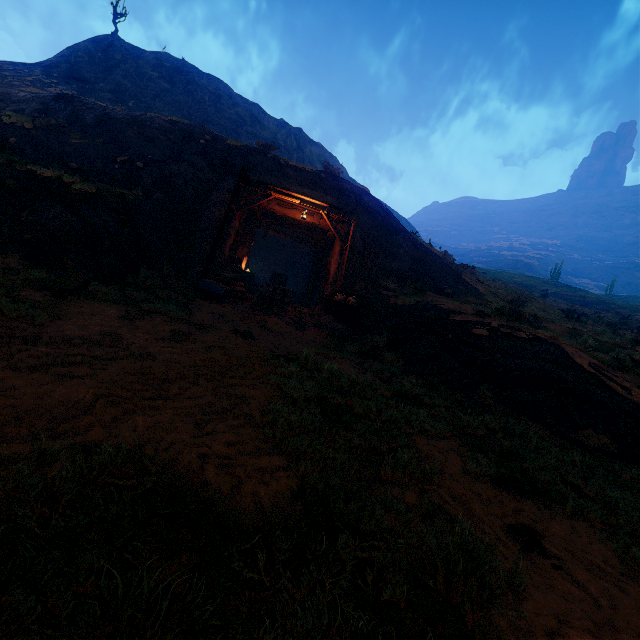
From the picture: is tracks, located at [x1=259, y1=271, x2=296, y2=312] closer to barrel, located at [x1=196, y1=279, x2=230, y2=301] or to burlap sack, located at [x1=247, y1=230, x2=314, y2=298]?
burlap sack, located at [x1=247, y1=230, x2=314, y2=298]

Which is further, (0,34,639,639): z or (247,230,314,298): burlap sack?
(247,230,314,298): burlap sack

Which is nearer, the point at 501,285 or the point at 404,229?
the point at 404,229

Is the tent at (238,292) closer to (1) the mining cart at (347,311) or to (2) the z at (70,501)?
(2) the z at (70,501)

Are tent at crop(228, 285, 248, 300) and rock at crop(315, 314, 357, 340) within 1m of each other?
no

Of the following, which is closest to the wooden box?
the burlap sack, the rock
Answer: the rock

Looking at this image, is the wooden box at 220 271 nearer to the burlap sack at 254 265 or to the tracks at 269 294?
the tracks at 269 294
